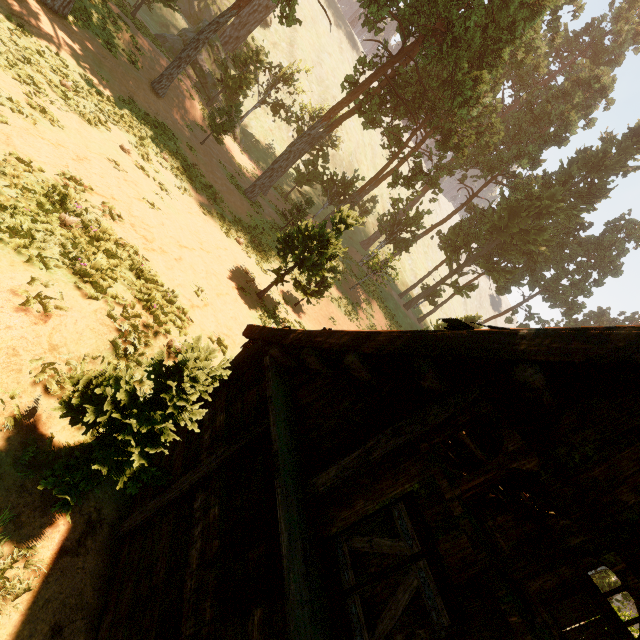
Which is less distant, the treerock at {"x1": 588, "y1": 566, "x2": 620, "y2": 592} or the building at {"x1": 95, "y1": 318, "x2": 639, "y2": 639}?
the building at {"x1": 95, "y1": 318, "x2": 639, "y2": 639}

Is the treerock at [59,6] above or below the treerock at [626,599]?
below

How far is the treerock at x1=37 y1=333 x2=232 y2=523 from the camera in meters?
4.3

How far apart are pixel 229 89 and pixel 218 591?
31.8 meters

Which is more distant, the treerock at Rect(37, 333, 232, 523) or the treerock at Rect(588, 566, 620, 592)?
the treerock at Rect(588, 566, 620, 592)

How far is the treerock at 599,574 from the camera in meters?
22.8 m
